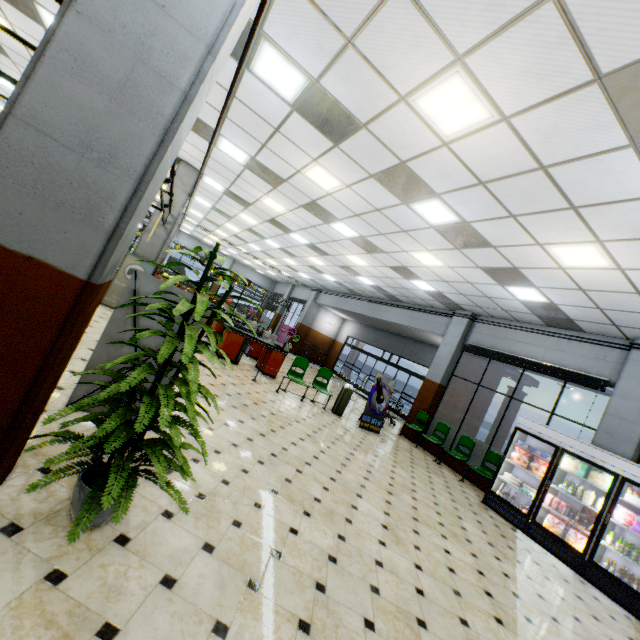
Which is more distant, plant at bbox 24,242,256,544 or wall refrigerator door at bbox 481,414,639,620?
wall refrigerator door at bbox 481,414,639,620

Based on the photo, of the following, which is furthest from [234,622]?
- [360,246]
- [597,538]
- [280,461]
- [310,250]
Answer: [310,250]

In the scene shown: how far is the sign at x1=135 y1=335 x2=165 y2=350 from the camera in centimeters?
348cm

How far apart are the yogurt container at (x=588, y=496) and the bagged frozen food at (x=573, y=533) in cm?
59

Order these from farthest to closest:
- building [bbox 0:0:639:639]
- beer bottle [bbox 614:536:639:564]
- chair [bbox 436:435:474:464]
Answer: chair [bbox 436:435:474:464] → beer bottle [bbox 614:536:639:564] → building [bbox 0:0:639:639]

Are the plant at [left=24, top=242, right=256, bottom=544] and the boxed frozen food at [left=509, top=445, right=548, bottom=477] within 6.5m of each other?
no

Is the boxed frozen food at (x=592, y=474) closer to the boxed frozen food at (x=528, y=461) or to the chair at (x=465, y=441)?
the boxed frozen food at (x=528, y=461)

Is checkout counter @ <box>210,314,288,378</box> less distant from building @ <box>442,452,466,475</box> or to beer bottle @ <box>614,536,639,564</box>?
building @ <box>442,452,466,475</box>
